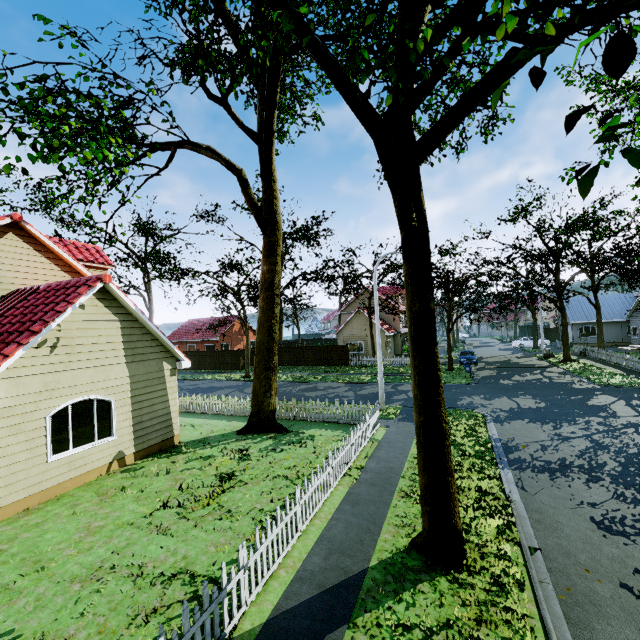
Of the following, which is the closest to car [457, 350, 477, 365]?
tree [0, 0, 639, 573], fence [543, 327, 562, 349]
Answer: tree [0, 0, 639, 573]

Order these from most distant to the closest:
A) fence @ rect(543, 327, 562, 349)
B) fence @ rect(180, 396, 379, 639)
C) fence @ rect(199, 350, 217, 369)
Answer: fence @ rect(543, 327, 562, 349), fence @ rect(199, 350, 217, 369), fence @ rect(180, 396, 379, 639)

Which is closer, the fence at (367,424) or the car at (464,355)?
the fence at (367,424)

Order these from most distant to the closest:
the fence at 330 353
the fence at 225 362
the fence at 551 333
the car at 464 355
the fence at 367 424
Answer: the fence at 551 333 < the fence at 225 362 < the fence at 330 353 < the car at 464 355 < the fence at 367 424

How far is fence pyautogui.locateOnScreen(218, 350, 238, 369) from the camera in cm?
3731

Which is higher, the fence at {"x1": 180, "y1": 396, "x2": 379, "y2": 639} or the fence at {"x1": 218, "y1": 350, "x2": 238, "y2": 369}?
the fence at {"x1": 218, "y1": 350, "x2": 238, "y2": 369}

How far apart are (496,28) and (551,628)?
9.4 meters

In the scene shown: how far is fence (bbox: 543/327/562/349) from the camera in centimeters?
4241cm
